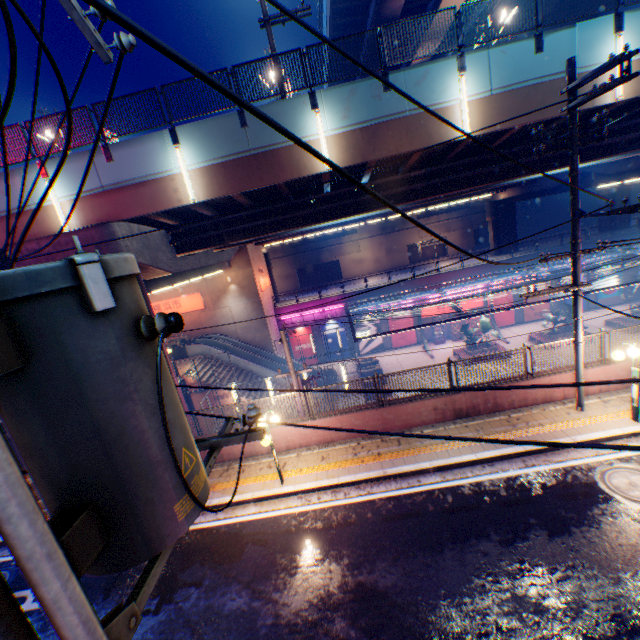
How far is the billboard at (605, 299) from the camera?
32.9 meters

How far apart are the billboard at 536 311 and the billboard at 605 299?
4.8m

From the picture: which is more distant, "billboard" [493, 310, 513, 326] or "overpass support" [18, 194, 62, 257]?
"billboard" [493, 310, 513, 326]

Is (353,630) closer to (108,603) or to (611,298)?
(108,603)

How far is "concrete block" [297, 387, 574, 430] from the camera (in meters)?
10.98

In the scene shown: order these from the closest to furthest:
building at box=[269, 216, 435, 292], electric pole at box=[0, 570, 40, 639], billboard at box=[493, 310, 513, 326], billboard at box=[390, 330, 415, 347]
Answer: electric pole at box=[0, 570, 40, 639]
billboard at box=[493, 310, 513, 326]
billboard at box=[390, 330, 415, 347]
building at box=[269, 216, 435, 292]

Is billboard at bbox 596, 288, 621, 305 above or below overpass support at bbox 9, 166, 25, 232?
below

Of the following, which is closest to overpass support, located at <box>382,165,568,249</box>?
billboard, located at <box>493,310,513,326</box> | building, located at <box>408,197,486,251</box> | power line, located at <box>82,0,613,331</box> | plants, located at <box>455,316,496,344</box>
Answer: power line, located at <box>82,0,613,331</box>
